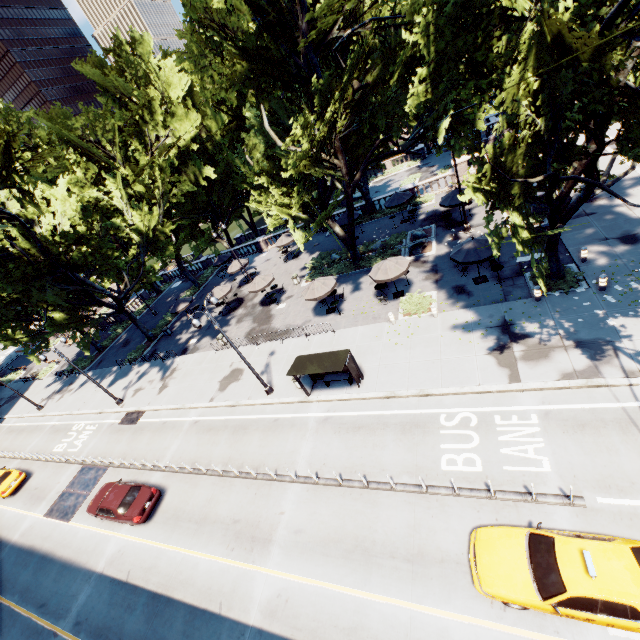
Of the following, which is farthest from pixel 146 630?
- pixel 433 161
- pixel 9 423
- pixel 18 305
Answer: pixel 433 161

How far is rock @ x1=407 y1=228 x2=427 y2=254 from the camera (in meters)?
25.81

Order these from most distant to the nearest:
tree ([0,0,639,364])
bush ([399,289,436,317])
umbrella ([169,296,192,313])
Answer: umbrella ([169,296,192,313]) < bush ([399,289,436,317]) < tree ([0,0,639,364])

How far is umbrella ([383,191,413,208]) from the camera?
29.6 meters

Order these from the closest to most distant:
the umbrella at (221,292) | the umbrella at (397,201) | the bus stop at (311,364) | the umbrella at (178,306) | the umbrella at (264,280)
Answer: the bus stop at (311,364) → the umbrella at (264,280) → the umbrella at (397,201) → the umbrella at (221,292) → the umbrella at (178,306)

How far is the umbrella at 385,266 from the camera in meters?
20.8 m

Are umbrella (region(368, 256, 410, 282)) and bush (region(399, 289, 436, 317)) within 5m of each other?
yes

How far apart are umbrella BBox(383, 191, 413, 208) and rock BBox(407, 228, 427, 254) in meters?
5.0
